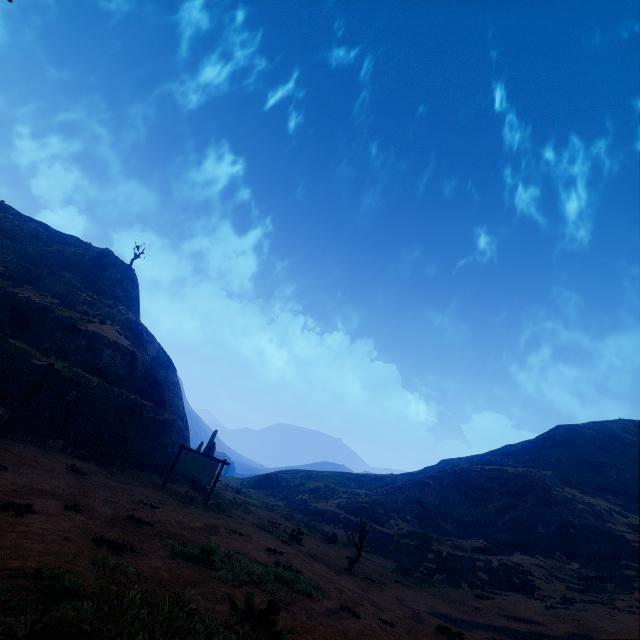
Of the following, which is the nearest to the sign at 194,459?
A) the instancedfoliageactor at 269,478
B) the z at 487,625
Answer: the z at 487,625

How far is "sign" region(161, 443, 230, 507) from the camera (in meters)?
16.28

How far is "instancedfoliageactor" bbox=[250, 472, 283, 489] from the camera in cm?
4456

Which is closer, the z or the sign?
the z

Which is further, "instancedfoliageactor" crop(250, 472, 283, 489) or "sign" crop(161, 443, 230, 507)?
"instancedfoliageactor" crop(250, 472, 283, 489)

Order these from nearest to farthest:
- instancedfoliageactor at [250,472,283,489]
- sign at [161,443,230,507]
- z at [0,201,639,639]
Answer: z at [0,201,639,639], sign at [161,443,230,507], instancedfoliageactor at [250,472,283,489]

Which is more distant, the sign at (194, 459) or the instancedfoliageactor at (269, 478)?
the instancedfoliageactor at (269, 478)

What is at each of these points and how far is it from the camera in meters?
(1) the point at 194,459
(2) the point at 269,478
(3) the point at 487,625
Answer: (1) sign, 17.2 m
(2) instancedfoliageactor, 46.1 m
(3) z, 10.6 m
